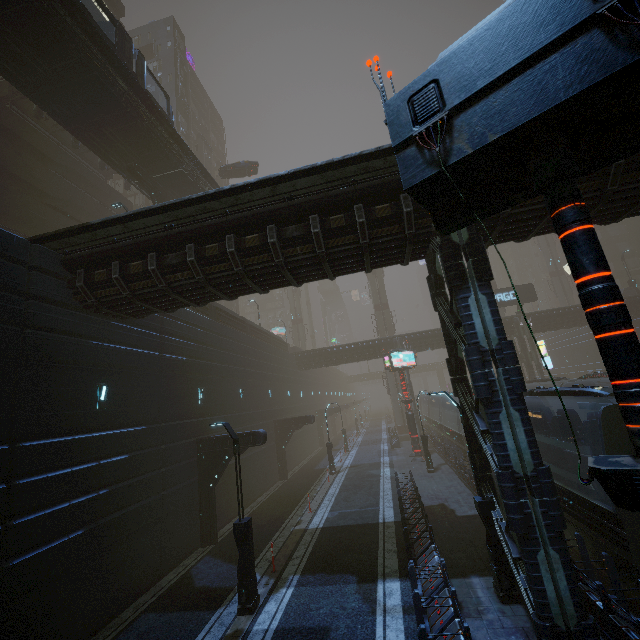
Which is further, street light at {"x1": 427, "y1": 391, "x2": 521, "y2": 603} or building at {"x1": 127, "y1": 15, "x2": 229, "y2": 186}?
building at {"x1": 127, "y1": 15, "x2": 229, "y2": 186}

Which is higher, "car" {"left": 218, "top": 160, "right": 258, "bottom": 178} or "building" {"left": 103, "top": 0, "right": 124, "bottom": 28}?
"building" {"left": 103, "top": 0, "right": 124, "bottom": 28}

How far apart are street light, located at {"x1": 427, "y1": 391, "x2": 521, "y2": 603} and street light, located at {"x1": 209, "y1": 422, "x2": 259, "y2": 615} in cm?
662

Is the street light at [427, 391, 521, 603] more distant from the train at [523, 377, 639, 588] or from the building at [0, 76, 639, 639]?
the train at [523, 377, 639, 588]

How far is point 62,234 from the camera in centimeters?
1016cm

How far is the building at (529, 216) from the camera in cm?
898

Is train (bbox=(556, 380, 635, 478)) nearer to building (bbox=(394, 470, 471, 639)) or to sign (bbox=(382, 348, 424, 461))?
building (bbox=(394, 470, 471, 639))

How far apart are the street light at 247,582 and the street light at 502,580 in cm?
662
